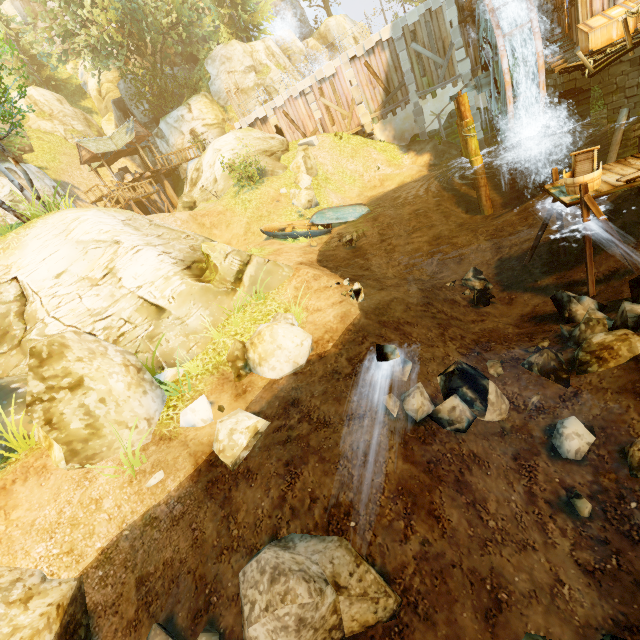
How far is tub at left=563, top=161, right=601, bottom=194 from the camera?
6.98m

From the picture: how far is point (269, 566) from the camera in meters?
3.9 m

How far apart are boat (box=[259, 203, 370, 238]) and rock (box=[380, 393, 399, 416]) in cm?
1221

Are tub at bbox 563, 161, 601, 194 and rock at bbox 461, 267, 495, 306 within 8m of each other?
yes

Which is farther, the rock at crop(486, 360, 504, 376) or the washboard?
the washboard

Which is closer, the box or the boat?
the box

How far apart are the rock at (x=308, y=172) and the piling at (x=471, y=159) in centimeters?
878cm

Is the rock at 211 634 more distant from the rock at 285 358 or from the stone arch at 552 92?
the stone arch at 552 92
